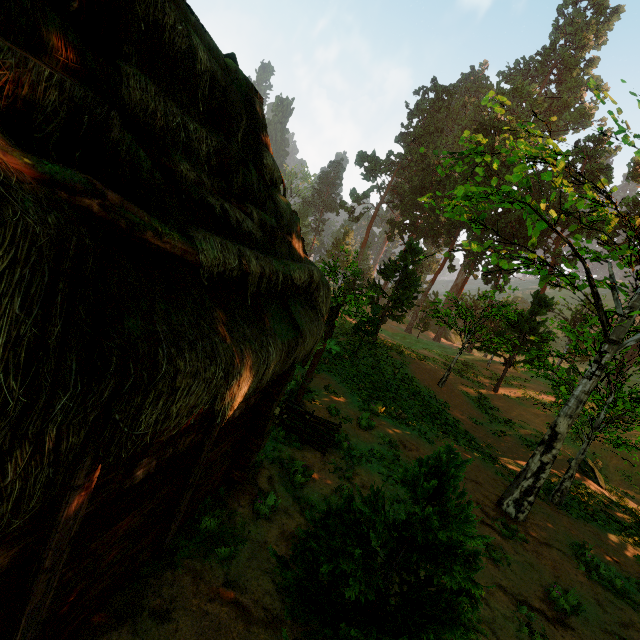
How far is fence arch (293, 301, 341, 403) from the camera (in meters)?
11.01

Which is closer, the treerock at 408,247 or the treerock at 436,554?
the treerock at 436,554

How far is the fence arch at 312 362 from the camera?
11.01m

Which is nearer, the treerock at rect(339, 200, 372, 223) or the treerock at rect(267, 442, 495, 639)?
the treerock at rect(267, 442, 495, 639)

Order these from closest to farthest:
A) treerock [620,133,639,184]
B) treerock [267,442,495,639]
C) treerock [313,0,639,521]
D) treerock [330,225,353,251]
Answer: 1. treerock [267,442,495,639]
2. treerock [620,133,639,184]
3. treerock [313,0,639,521]
4. treerock [330,225,353,251]

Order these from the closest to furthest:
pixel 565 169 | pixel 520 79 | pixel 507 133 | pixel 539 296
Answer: pixel 565 169
pixel 539 296
pixel 507 133
pixel 520 79

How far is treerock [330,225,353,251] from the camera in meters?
58.5 m

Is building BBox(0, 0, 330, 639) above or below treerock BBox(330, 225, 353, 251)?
below
